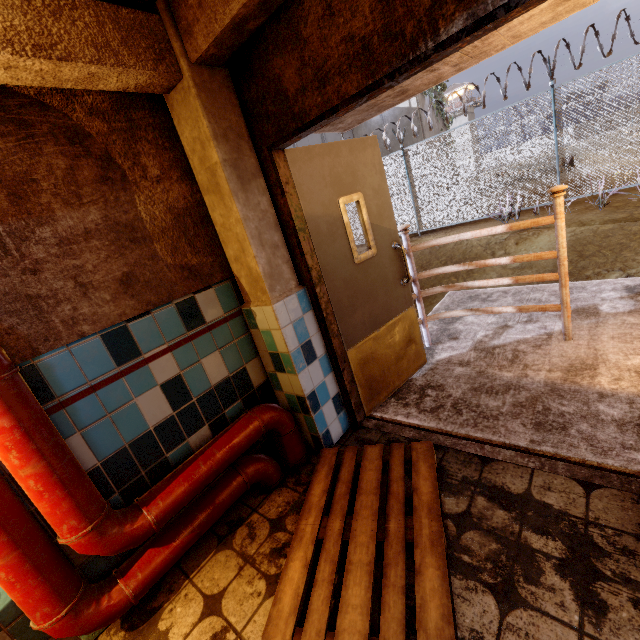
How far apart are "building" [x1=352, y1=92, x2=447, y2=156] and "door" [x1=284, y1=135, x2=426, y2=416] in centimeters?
1666cm

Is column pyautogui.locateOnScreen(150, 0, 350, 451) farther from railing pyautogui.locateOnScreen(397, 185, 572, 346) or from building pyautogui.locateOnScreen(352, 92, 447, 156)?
building pyautogui.locateOnScreen(352, 92, 447, 156)

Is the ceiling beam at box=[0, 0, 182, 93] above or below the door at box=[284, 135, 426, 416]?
above

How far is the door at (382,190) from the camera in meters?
2.3

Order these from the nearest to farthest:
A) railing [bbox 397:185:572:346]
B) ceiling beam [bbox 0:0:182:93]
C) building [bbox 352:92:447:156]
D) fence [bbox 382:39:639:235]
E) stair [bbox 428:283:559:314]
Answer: ceiling beam [bbox 0:0:182:93], railing [bbox 397:185:572:346], stair [bbox 428:283:559:314], fence [bbox 382:39:639:235], building [bbox 352:92:447:156]

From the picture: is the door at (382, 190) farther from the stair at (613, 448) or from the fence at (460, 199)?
the fence at (460, 199)

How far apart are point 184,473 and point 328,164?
2.27m

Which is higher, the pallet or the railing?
the railing
